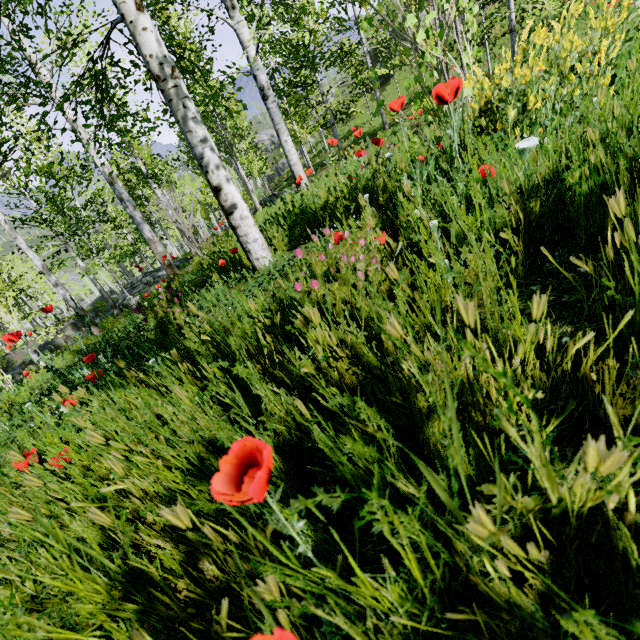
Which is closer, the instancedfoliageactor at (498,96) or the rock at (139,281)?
the instancedfoliageactor at (498,96)

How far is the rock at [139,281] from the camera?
15.3 meters

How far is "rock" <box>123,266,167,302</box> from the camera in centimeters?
1531cm

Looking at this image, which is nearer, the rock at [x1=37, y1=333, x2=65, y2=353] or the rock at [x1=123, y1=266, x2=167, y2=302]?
the rock at [x1=37, y1=333, x2=65, y2=353]

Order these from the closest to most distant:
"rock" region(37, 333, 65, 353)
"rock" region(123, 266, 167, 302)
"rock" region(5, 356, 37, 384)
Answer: "rock" region(37, 333, 65, 353) → "rock" region(123, 266, 167, 302) → "rock" region(5, 356, 37, 384)

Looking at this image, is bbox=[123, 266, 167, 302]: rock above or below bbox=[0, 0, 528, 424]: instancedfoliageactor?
below

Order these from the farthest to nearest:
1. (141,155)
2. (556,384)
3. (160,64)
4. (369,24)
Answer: (141,155)
(160,64)
(369,24)
(556,384)
